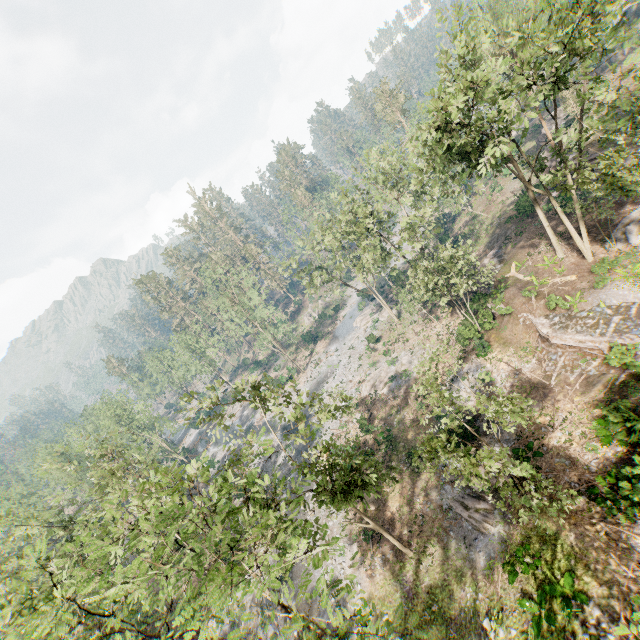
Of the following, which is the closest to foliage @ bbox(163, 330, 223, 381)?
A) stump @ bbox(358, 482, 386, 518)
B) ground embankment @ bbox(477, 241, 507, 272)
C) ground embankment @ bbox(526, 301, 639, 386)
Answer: ground embankment @ bbox(526, 301, 639, 386)

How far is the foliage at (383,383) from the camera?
36.8 meters

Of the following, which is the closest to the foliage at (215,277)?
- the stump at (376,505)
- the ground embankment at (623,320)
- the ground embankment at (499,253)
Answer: the ground embankment at (623,320)

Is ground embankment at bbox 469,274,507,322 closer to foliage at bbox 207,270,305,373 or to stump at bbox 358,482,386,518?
foliage at bbox 207,270,305,373

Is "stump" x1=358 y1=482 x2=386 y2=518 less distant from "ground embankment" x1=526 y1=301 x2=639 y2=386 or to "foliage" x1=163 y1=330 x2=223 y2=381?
"foliage" x1=163 y1=330 x2=223 y2=381

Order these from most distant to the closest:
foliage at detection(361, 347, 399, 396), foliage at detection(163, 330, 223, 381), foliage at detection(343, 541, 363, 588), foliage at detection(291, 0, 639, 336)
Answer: foliage at detection(163, 330, 223, 381)
foliage at detection(361, 347, 399, 396)
foliage at detection(291, 0, 639, 336)
foliage at detection(343, 541, 363, 588)

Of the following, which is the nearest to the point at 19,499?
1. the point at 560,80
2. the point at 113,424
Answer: the point at 113,424
